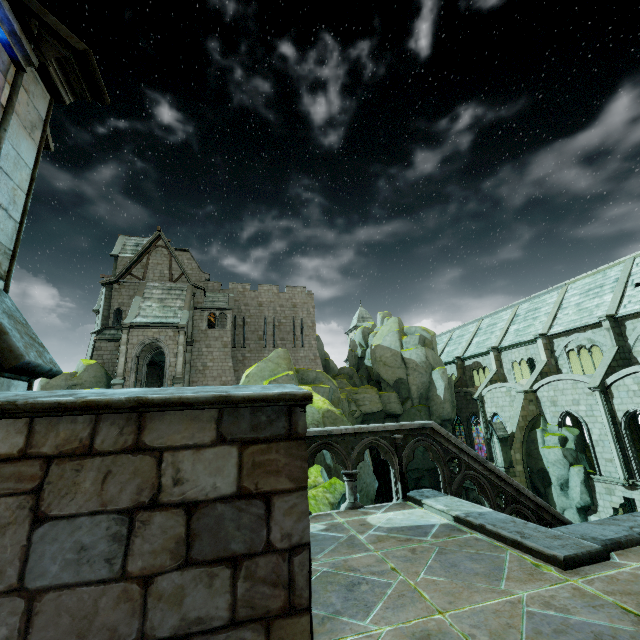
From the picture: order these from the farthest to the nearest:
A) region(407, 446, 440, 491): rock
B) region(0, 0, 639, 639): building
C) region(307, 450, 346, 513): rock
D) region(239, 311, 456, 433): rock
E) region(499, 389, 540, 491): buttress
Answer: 1. region(407, 446, 440, 491): rock
2. region(499, 389, 540, 491): buttress
3. region(239, 311, 456, 433): rock
4. region(307, 450, 346, 513): rock
5. region(0, 0, 639, 639): building

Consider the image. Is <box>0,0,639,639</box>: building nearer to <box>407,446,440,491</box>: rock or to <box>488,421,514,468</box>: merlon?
<box>407,446,440,491</box>: rock

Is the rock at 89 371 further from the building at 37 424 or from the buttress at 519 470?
the buttress at 519 470

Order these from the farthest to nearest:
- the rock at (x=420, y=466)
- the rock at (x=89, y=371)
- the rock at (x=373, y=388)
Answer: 1. the rock at (x=420, y=466)
2. the rock at (x=373, y=388)
3. the rock at (x=89, y=371)

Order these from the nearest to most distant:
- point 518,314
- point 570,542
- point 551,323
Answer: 1. point 570,542
2. point 551,323
3. point 518,314

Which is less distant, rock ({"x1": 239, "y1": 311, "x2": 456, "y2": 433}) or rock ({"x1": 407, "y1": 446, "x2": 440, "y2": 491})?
rock ({"x1": 239, "y1": 311, "x2": 456, "y2": 433})

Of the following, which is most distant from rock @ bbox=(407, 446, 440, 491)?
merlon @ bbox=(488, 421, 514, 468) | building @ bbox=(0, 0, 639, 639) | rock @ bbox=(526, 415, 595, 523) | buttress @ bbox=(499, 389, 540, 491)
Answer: merlon @ bbox=(488, 421, 514, 468)

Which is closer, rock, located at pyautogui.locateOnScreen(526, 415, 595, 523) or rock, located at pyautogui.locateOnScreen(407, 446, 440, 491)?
rock, located at pyautogui.locateOnScreen(526, 415, 595, 523)
